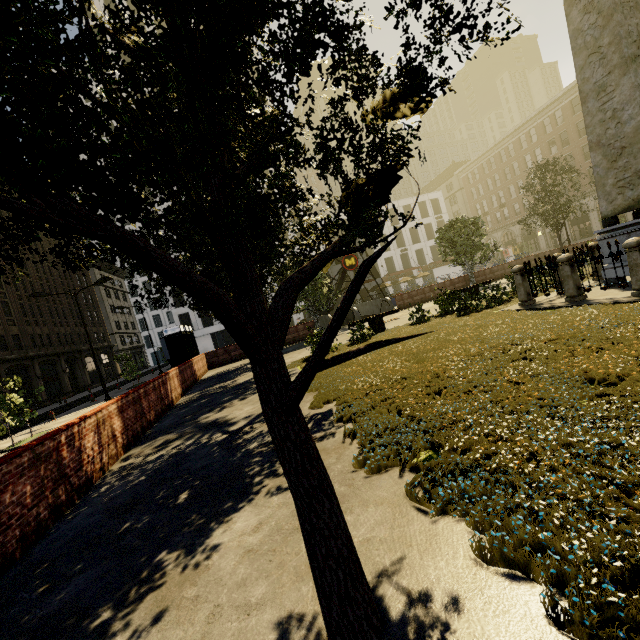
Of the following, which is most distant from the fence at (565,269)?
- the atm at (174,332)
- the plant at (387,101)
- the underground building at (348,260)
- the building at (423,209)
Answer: the building at (423,209)

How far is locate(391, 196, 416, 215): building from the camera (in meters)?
55.78

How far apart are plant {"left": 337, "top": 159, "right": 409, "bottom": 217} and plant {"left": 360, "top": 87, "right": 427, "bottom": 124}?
0.7 meters

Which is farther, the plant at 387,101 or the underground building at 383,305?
the underground building at 383,305

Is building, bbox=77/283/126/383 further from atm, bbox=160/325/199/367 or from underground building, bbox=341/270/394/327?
underground building, bbox=341/270/394/327

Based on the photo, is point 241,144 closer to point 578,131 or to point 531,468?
point 531,468

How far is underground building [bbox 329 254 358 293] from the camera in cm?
2507
